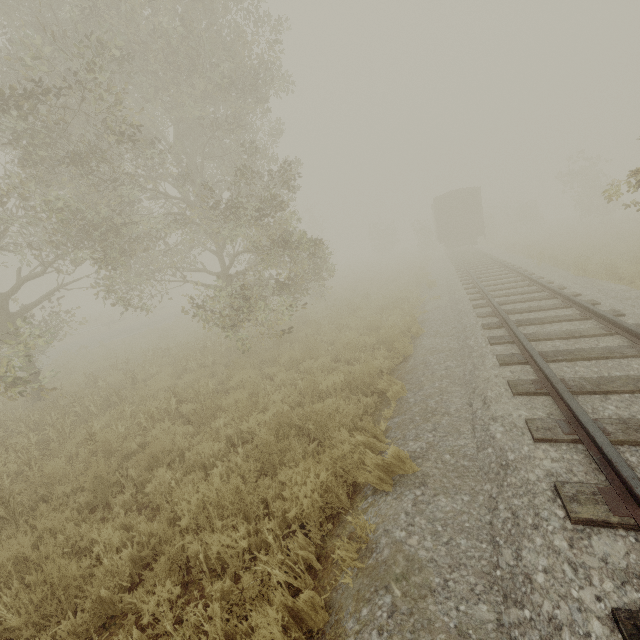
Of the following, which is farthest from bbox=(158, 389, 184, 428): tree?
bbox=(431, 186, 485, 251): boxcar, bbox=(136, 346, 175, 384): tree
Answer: bbox=(136, 346, 175, 384): tree

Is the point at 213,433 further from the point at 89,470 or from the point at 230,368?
the point at 230,368

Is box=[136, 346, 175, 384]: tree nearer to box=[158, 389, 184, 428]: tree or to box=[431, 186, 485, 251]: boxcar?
box=[158, 389, 184, 428]: tree

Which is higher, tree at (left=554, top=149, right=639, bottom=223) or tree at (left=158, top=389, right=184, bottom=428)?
tree at (left=554, top=149, right=639, bottom=223)

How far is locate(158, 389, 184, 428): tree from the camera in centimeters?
695cm

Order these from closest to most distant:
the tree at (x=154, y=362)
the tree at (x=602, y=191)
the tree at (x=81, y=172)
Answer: the tree at (x=602, y=191) < the tree at (x=81, y=172) < the tree at (x=154, y=362)

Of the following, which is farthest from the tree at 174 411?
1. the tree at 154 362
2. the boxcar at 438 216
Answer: the tree at 154 362
